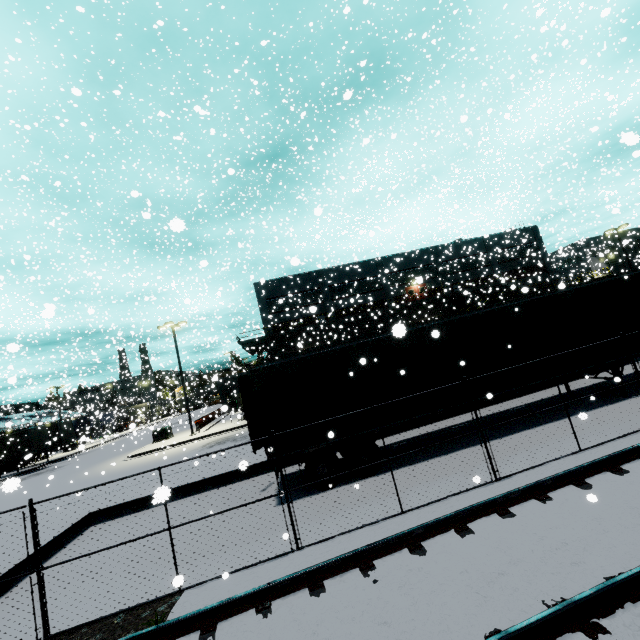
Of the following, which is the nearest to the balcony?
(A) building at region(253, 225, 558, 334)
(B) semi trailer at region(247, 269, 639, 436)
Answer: (A) building at region(253, 225, 558, 334)

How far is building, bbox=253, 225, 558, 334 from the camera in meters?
39.0 m

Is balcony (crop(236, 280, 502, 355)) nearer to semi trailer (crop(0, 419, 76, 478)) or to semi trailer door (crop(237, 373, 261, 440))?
semi trailer (crop(0, 419, 76, 478))

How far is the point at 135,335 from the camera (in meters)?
34.31

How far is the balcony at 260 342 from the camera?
35.28m

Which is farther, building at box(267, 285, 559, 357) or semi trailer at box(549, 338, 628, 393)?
building at box(267, 285, 559, 357)

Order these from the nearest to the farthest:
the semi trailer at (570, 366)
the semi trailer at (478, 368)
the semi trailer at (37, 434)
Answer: the semi trailer at (478, 368) < the semi trailer at (570, 366) < the semi trailer at (37, 434)
